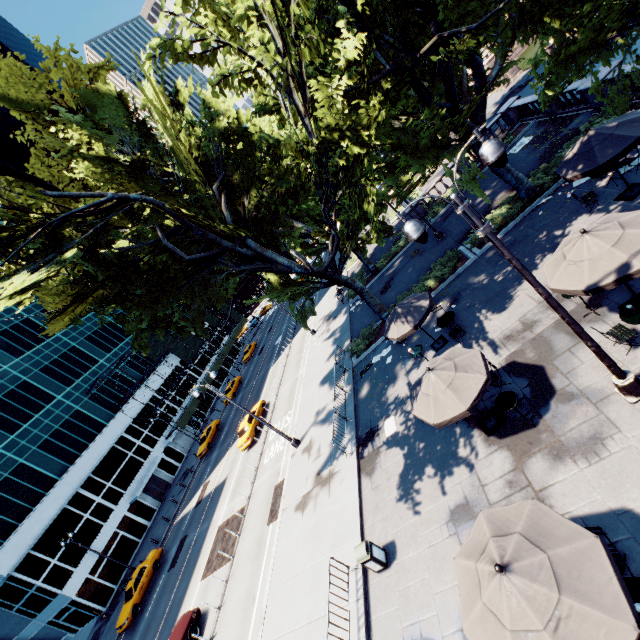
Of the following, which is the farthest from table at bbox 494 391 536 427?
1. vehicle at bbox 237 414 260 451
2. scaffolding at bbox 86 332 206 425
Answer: scaffolding at bbox 86 332 206 425

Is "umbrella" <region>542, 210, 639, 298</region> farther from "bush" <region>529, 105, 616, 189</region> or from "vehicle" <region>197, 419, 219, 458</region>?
"vehicle" <region>197, 419, 219, 458</region>

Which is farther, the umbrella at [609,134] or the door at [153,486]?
the door at [153,486]

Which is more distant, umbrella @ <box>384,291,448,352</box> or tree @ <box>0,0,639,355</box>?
umbrella @ <box>384,291,448,352</box>

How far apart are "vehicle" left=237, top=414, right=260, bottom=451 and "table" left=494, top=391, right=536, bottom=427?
21.7 meters

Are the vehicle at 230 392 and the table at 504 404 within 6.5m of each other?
no

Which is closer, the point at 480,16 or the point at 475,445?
the point at 475,445

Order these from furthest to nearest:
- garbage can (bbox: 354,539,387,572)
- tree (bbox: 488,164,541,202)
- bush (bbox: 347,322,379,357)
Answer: bush (bbox: 347,322,379,357), tree (bbox: 488,164,541,202), garbage can (bbox: 354,539,387,572)
